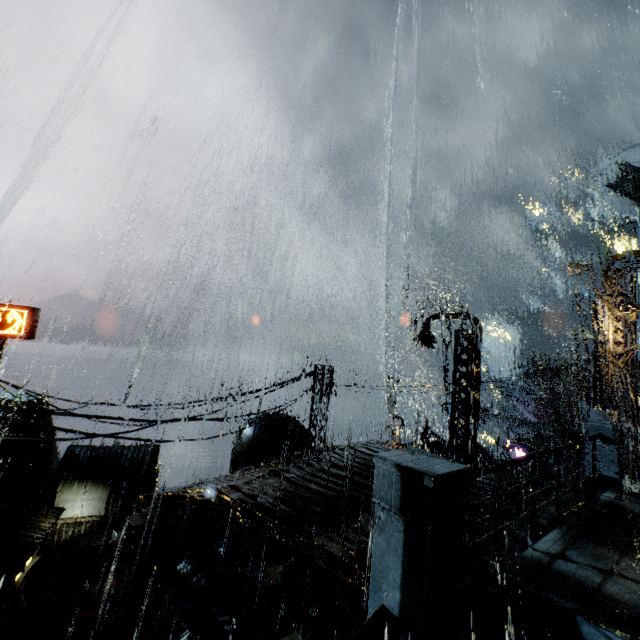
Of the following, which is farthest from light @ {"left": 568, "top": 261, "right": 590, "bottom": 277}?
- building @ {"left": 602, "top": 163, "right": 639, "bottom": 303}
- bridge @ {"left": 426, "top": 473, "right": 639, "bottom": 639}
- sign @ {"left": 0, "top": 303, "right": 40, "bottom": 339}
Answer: sign @ {"left": 0, "top": 303, "right": 40, "bottom": 339}

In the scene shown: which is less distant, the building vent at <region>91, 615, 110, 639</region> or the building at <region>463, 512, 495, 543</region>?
the building at <region>463, 512, 495, 543</region>

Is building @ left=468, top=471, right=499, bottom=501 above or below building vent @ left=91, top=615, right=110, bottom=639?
above

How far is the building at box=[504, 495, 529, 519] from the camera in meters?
8.5 m

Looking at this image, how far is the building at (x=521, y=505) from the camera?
8.5m

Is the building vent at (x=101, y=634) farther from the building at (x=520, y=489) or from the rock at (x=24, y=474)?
the rock at (x=24, y=474)

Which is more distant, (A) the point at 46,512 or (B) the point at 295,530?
(A) the point at 46,512
